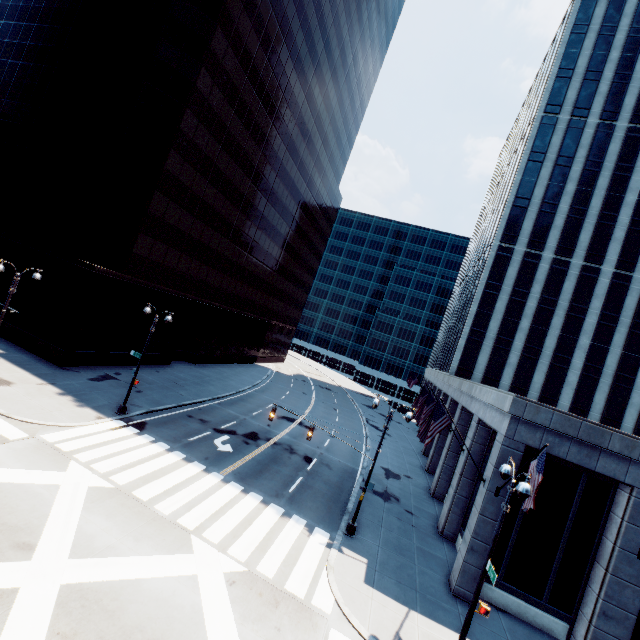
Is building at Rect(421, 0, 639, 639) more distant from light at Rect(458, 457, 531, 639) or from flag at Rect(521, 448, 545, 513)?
light at Rect(458, 457, 531, 639)

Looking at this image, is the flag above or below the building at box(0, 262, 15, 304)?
above

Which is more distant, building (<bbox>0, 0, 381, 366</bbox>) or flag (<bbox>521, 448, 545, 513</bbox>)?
building (<bbox>0, 0, 381, 366</bbox>)

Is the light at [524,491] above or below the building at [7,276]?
above

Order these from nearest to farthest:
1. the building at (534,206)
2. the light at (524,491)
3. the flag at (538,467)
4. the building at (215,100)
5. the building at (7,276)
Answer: the light at (524,491), the flag at (538,467), the building at (534,206), the building at (215,100), the building at (7,276)

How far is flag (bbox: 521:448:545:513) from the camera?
11.8m

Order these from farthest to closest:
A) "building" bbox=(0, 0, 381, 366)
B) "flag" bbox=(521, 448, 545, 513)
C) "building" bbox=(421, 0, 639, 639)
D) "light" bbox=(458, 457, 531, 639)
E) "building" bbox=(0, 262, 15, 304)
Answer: "building" bbox=(0, 262, 15, 304) → "building" bbox=(0, 0, 381, 366) → "building" bbox=(421, 0, 639, 639) → "flag" bbox=(521, 448, 545, 513) → "light" bbox=(458, 457, 531, 639)

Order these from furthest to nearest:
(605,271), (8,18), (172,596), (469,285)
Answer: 1. (469,285)
2. (605,271)
3. (8,18)
4. (172,596)
